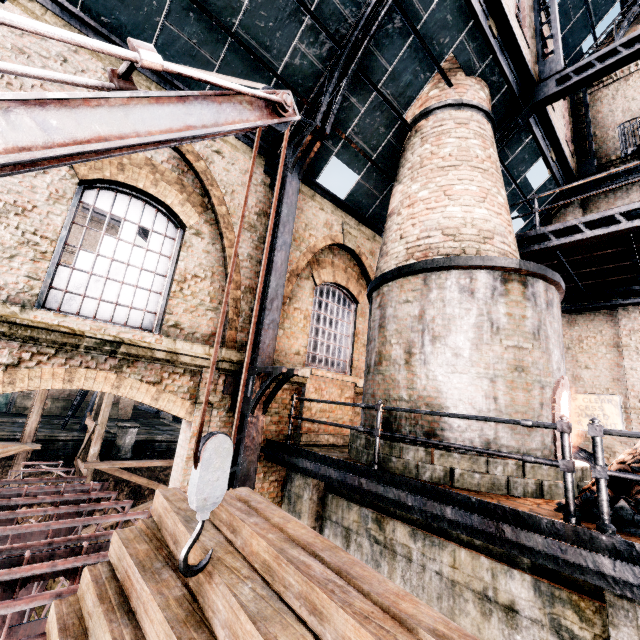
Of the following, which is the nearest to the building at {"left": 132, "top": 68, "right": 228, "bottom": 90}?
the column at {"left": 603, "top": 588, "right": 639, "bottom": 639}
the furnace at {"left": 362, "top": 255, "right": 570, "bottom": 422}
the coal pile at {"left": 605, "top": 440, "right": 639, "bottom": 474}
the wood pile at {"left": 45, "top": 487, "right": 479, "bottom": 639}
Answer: the coal pile at {"left": 605, "top": 440, "right": 639, "bottom": 474}

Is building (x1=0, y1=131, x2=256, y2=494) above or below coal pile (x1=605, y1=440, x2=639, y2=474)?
above

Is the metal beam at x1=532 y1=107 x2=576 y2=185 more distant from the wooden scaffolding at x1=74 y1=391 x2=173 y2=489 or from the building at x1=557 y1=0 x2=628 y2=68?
the wooden scaffolding at x1=74 y1=391 x2=173 y2=489

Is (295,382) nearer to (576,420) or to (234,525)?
(234,525)

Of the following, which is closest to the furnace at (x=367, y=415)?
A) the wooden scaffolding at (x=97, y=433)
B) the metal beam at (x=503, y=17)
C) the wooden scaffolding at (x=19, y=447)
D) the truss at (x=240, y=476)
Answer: the truss at (x=240, y=476)

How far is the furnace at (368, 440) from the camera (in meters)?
6.48

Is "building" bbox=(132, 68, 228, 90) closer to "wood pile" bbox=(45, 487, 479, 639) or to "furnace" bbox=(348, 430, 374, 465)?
"furnace" bbox=(348, 430, 374, 465)

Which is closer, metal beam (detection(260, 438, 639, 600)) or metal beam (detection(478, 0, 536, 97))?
metal beam (detection(260, 438, 639, 600))
